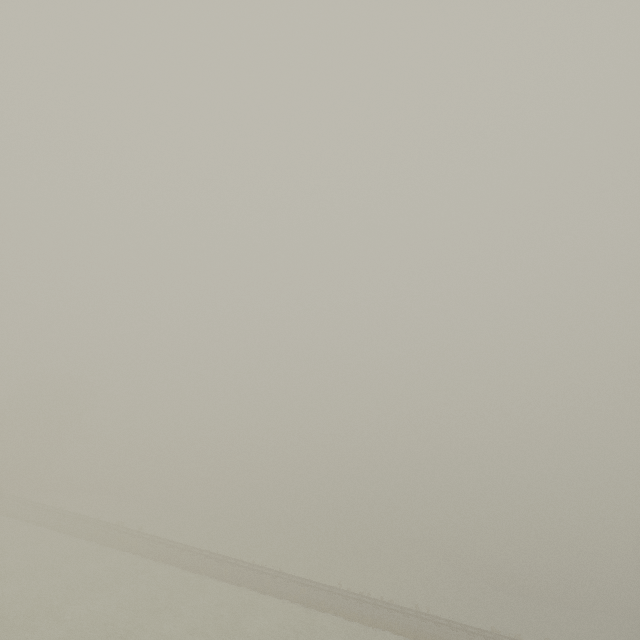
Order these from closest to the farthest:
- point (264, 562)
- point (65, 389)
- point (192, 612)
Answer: point (192, 612), point (264, 562), point (65, 389)
